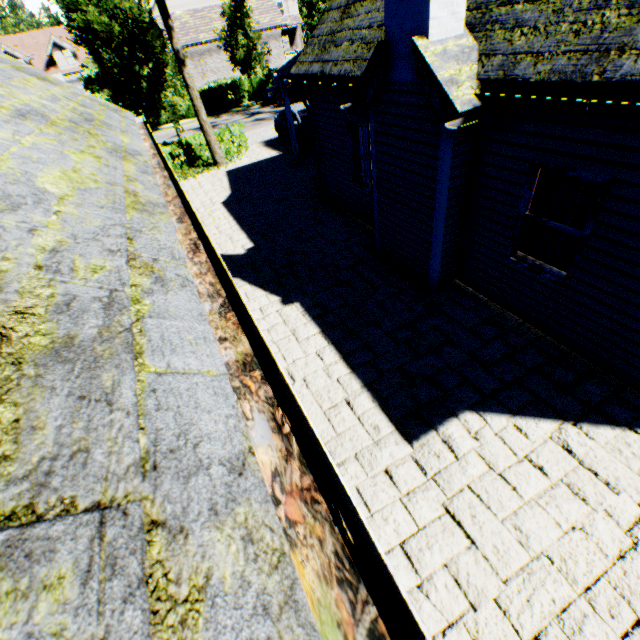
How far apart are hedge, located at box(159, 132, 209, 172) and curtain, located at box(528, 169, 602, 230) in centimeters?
1644cm

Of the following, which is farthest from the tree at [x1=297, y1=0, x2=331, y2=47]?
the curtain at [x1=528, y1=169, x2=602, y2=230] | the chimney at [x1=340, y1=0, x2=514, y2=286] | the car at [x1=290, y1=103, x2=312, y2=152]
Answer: the curtain at [x1=528, y1=169, x2=602, y2=230]

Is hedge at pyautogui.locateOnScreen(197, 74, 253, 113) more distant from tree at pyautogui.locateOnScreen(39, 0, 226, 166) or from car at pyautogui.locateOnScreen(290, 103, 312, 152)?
car at pyautogui.locateOnScreen(290, 103, 312, 152)

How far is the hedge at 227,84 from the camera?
28.39m

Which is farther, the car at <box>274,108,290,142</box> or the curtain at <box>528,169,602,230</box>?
the car at <box>274,108,290,142</box>

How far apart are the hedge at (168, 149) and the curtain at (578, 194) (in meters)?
16.44

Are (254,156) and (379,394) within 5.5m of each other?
no

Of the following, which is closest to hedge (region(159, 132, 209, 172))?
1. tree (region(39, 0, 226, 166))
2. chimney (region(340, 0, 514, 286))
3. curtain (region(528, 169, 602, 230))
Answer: tree (region(39, 0, 226, 166))
